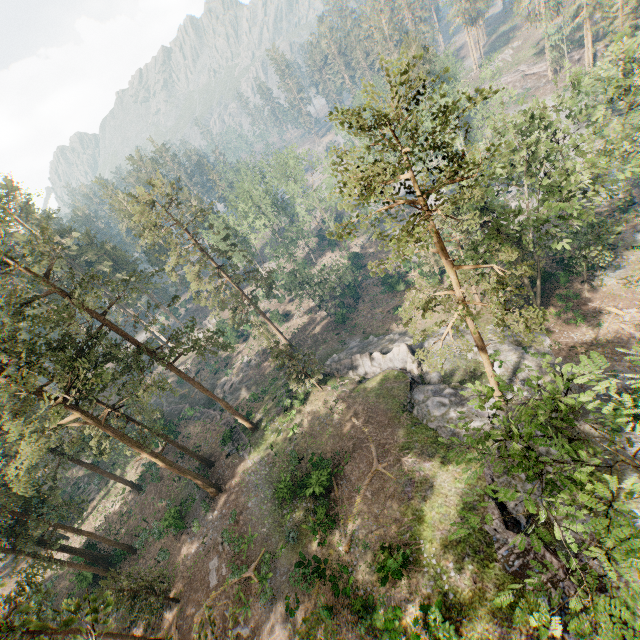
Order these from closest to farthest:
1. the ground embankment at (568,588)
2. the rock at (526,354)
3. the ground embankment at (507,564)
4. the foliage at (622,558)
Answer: the foliage at (622,558) → the ground embankment at (568,588) → the ground embankment at (507,564) → the rock at (526,354)

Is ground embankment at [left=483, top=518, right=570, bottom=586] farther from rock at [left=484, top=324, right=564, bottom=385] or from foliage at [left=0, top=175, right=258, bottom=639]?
foliage at [left=0, top=175, right=258, bottom=639]

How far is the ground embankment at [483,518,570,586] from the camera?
16.9m

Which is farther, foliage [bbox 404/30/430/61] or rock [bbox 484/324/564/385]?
Result: rock [bbox 484/324/564/385]

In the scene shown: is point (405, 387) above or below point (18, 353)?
below

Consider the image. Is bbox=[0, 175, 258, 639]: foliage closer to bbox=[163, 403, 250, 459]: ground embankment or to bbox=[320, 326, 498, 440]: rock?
bbox=[320, 326, 498, 440]: rock

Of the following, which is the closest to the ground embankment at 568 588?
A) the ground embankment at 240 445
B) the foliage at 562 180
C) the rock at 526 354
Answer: the rock at 526 354
